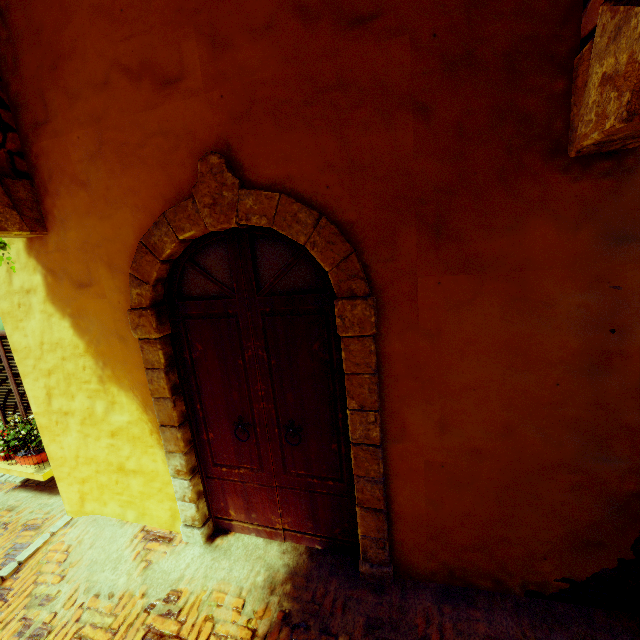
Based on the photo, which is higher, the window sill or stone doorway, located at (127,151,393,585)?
Result: stone doorway, located at (127,151,393,585)

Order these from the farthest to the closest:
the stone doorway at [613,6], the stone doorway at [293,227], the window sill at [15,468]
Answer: the window sill at [15,468]
the stone doorway at [293,227]
the stone doorway at [613,6]

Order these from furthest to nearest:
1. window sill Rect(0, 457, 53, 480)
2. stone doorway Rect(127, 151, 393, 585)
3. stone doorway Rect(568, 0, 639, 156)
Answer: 1. window sill Rect(0, 457, 53, 480)
2. stone doorway Rect(127, 151, 393, 585)
3. stone doorway Rect(568, 0, 639, 156)

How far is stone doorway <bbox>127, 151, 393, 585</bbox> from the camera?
2.01m

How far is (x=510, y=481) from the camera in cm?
206

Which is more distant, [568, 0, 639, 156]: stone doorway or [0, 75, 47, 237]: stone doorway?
[0, 75, 47, 237]: stone doorway

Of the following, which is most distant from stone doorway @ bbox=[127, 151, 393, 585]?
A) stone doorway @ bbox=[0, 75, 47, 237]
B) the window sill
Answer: the window sill

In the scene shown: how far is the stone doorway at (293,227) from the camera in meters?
2.0 m
